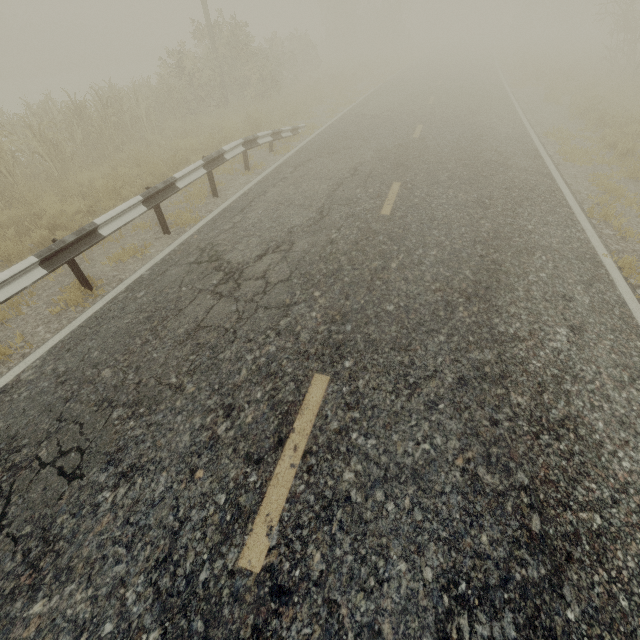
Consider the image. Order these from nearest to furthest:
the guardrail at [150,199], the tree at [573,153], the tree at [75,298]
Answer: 1. the guardrail at [150,199]
2. the tree at [75,298]
3. the tree at [573,153]

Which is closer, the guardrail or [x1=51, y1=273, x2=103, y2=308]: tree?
the guardrail

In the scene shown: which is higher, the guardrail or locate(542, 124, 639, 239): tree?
the guardrail

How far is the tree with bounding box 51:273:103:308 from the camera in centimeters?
489cm

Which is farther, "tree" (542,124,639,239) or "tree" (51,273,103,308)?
"tree" (542,124,639,239)

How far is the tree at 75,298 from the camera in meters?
4.9

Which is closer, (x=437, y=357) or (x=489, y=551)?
(x=489, y=551)
